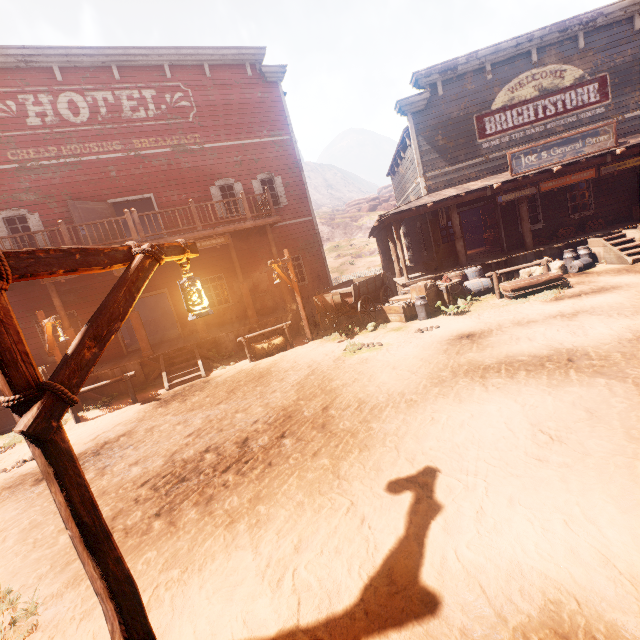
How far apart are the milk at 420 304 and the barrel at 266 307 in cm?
676

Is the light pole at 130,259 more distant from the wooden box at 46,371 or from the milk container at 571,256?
the milk container at 571,256

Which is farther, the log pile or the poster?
the poster

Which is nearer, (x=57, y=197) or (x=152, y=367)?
(x=152, y=367)

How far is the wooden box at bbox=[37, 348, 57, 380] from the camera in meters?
11.6

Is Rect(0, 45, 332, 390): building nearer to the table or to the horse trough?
the table

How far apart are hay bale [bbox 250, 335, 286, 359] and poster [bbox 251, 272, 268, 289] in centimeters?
464cm

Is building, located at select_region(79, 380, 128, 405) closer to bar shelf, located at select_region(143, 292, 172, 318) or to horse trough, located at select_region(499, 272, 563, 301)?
bar shelf, located at select_region(143, 292, 172, 318)
